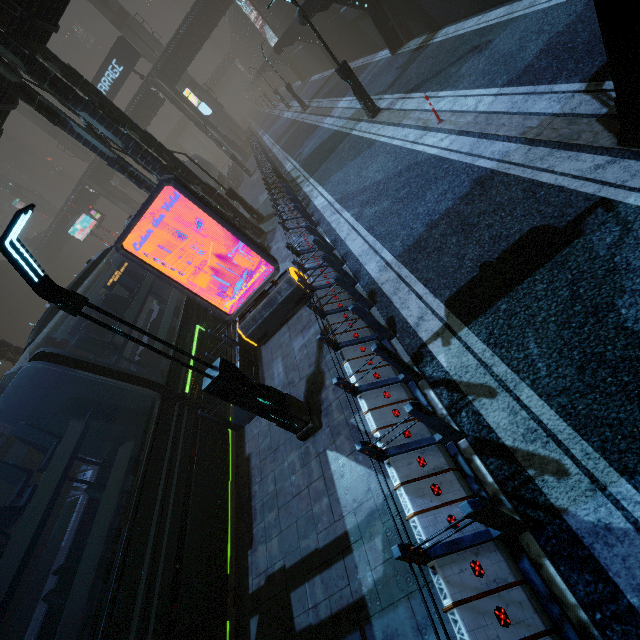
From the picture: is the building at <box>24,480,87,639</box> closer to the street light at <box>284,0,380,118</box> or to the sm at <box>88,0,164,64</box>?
the sm at <box>88,0,164,64</box>

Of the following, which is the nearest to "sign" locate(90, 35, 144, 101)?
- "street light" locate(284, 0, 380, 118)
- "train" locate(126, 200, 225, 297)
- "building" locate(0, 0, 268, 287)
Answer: "building" locate(0, 0, 268, 287)

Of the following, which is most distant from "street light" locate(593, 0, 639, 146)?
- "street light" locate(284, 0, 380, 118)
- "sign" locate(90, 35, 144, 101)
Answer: "sign" locate(90, 35, 144, 101)

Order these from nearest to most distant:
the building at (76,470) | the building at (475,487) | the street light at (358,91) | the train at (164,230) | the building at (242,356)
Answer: the building at (475,487) → the building at (242,356) → the street light at (358,91) → the train at (164,230) → the building at (76,470)

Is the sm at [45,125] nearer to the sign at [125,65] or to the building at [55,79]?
the building at [55,79]

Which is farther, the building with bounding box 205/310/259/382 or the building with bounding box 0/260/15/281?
the building with bounding box 0/260/15/281

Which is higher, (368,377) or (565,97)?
(368,377)

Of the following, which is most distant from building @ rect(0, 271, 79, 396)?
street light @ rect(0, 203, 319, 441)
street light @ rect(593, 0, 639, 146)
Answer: street light @ rect(0, 203, 319, 441)
